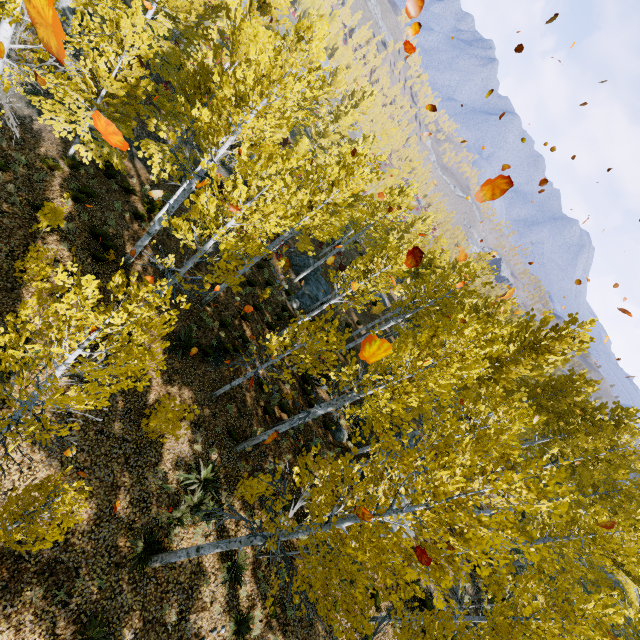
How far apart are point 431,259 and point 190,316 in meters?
19.0 m

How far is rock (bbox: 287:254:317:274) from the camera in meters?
25.2 m

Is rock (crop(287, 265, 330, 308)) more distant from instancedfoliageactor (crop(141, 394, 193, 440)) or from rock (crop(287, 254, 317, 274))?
instancedfoliageactor (crop(141, 394, 193, 440))

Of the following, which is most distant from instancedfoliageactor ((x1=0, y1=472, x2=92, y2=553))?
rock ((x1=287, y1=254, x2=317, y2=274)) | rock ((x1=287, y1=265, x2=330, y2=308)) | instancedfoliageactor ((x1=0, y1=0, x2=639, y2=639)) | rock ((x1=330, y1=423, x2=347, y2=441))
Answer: rock ((x1=287, y1=254, x2=317, y2=274))

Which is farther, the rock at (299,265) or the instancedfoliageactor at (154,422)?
the rock at (299,265)

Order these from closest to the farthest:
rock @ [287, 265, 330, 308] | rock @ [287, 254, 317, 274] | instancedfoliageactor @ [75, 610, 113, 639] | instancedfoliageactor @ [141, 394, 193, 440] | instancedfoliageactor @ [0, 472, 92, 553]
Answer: instancedfoliageactor @ [0, 472, 92, 553] → instancedfoliageactor @ [75, 610, 113, 639] → instancedfoliageactor @ [141, 394, 193, 440] → rock @ [287, 265, 330, 308] → rock @ [287, 254, 317, 274]

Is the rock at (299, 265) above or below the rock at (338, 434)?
below
